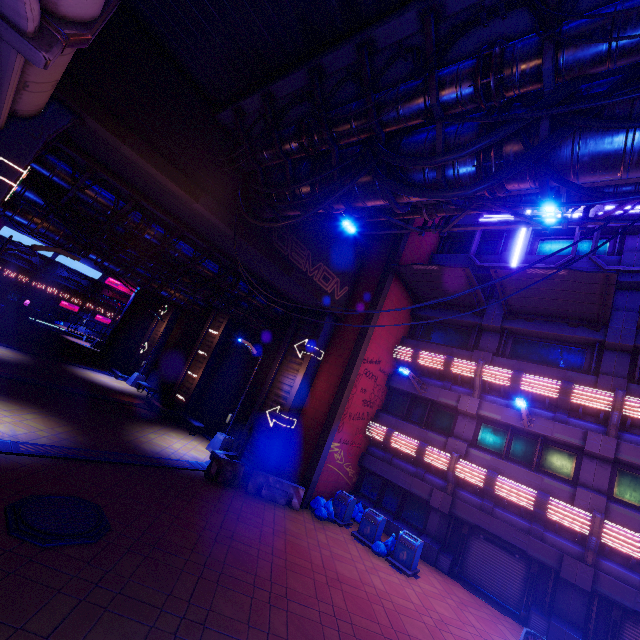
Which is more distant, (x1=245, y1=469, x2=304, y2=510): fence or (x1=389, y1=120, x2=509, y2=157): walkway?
(x1=245, y1=469, x2=304, y2=510): fence

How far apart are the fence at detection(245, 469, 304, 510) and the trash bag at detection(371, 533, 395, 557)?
3.2 meters

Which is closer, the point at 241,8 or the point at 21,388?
the point at 241,8

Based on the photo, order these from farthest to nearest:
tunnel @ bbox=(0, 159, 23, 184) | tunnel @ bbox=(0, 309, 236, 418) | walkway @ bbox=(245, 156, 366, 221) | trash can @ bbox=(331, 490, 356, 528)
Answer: tunnel @ bbox=(0, 309, 236, 418) → trash can @ bbox=(331, 490, 356, 528) → walkway @ bbox=(245, 156, 366, 221) → tunnel @ bbox=(0, 159, 23, 184)

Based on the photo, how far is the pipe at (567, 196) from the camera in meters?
10.5

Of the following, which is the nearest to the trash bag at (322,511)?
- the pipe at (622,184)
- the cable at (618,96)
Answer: the cable at (618,96)

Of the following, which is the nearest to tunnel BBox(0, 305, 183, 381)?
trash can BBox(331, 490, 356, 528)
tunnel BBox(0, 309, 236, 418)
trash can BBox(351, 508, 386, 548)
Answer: tunnel BBox(0, 309, 236, 418)

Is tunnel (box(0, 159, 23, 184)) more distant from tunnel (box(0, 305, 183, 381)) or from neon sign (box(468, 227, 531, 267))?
tunnel (box(0, 305, 183, 381))
